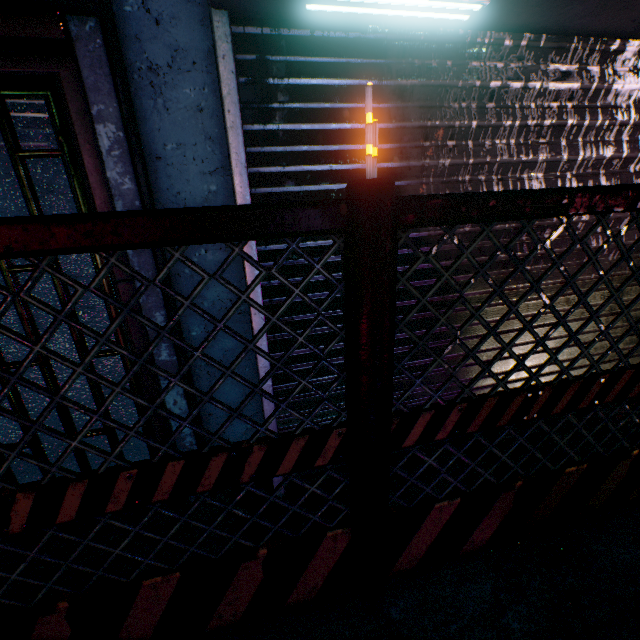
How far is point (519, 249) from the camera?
1.9m

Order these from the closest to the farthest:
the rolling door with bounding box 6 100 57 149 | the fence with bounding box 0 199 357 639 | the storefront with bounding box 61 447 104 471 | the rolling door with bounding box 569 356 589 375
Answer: the fence with bounding box 0 199 357 639
the rolling door with bounding box 6 100 57 149
the storefront with bounding box 61 447 104 471
the rolling door with bounding box 569 356 589 375

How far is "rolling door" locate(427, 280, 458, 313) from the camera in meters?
1.9 m

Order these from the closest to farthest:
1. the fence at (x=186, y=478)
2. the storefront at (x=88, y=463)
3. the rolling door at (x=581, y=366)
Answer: the fence at (x=186, y=478) → the storefront at (x=88, y=463) → the rolling door at (x=581, y=366)

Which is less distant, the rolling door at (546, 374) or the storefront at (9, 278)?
the storefront at (9, 278)

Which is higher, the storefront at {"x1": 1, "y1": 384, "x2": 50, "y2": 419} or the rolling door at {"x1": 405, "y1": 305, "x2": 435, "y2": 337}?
the rolling door at {"x1": 405, "y1": 305, "x2": 435, "y2": 337}

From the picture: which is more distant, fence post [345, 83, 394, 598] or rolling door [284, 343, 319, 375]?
rolling door [284, 343, 319, 375]
